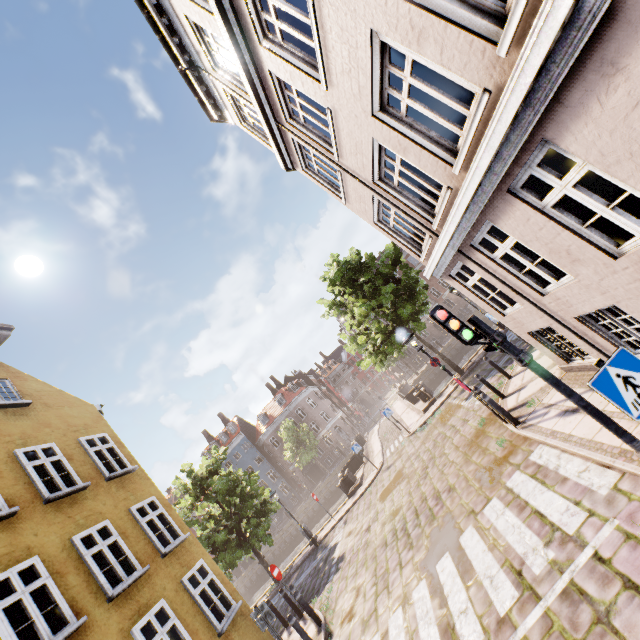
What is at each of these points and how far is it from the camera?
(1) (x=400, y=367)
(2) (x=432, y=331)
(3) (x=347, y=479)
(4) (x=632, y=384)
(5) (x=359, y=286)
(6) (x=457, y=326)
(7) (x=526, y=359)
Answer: (1) building, 50.9 meters
(2) building, 49.4 meters
(3) bridge, 20.5 meters
(4) sign, 3.0 meters
(5) tree, 19.7 meters
(6) traffic light, 4.9 meters
(7) pedestrian light, 4.6 meters

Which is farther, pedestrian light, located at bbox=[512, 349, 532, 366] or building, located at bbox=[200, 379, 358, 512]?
building, located at bbox=[200, 379, 358, 512]

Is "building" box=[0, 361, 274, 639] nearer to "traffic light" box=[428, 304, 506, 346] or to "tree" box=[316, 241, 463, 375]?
"traffic light" box=[428, 304, 506, 346]

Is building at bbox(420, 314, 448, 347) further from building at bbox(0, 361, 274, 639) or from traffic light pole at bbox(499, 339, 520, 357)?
traffic light pole at bbox(499, 339, 520, 357)

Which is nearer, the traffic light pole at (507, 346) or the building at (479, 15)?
the building at (479, 15)

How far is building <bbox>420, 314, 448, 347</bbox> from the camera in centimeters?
4919cm

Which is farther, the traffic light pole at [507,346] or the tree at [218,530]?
the tree at [218,530]

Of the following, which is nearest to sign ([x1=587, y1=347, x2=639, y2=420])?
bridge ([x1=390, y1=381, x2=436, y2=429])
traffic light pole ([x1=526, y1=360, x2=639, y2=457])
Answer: traffic light pole ([x1=526, y1=360, x2=639, y2=457])
